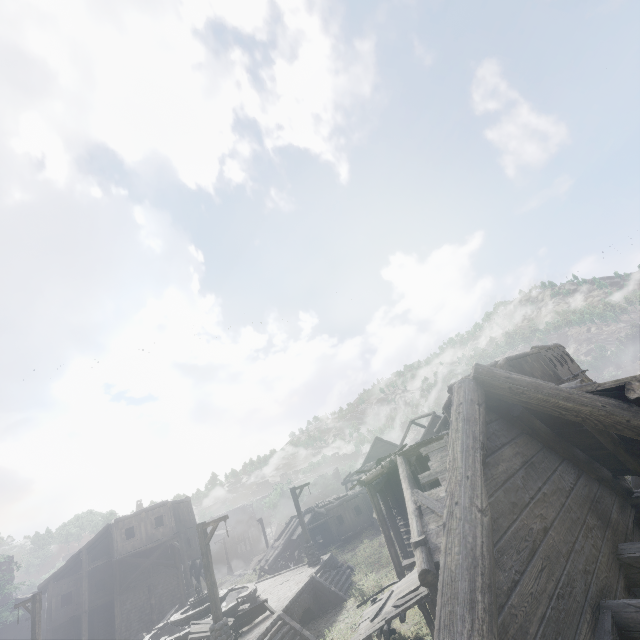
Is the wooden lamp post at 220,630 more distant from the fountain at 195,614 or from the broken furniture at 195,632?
the fountain at 195,614

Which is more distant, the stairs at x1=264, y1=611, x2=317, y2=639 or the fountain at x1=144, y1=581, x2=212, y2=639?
the fountain at x1=144, y1=581, x2=212, y2=639

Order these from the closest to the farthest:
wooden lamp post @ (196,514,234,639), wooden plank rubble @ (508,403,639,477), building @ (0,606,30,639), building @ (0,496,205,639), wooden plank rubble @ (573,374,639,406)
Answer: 1. wooden plank rubble @ (573,374,639,406)
2. wooden plank rubble @ (508,403,639,477)
3. wooden lamp post @ (196,514,234,639)
4. building @ (0,496,205,639)
5. building @ (0,606,30,639)

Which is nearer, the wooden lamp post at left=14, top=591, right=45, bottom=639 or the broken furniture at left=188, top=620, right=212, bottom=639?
the broken furniture at left=188, top=620, right=212, bottom=639

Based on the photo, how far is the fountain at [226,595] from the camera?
16.2 meters

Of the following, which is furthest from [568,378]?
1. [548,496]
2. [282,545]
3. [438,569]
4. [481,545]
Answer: [282,545]

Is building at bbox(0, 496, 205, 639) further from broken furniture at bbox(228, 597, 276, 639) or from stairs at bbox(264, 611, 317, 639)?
broken furniture at bbox(228, 597, 276, 639)

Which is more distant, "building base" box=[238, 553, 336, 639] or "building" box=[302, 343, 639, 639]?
"building base" box=[238, 553, 336, 639]
